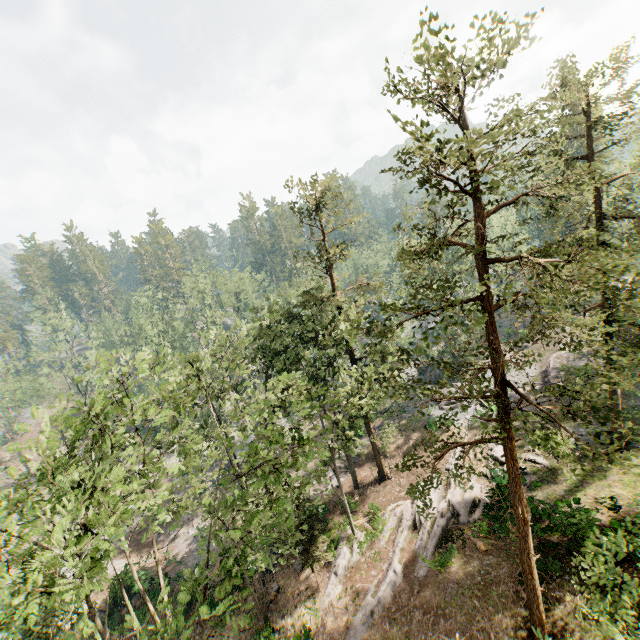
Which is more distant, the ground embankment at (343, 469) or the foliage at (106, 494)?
the ground embankment at (343, 469)

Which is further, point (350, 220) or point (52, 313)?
point (52, 313)

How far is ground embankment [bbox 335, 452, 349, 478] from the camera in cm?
3225

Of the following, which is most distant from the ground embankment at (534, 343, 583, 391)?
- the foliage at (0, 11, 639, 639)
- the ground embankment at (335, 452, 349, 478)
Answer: the ground embankment at (335, 452, 349, 478)

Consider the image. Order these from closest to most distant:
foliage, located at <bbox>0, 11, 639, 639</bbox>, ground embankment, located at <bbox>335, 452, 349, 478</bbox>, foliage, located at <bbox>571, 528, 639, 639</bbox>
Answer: foliage, located at <bbox>571, 528, 639, 639</bbox> → foliage, located at <bbox>0, 11, 639, 639</bbox> → ground embankment, located at <bbox>335, 452, 349, 478</bbox>

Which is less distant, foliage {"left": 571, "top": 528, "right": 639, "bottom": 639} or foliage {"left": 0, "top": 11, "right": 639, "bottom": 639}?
foliage {"left": 571, "top": 528, "right": 639, "bottom": 639}

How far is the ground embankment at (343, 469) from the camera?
32.2 meters

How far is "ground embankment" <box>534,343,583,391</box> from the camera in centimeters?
3253cm
